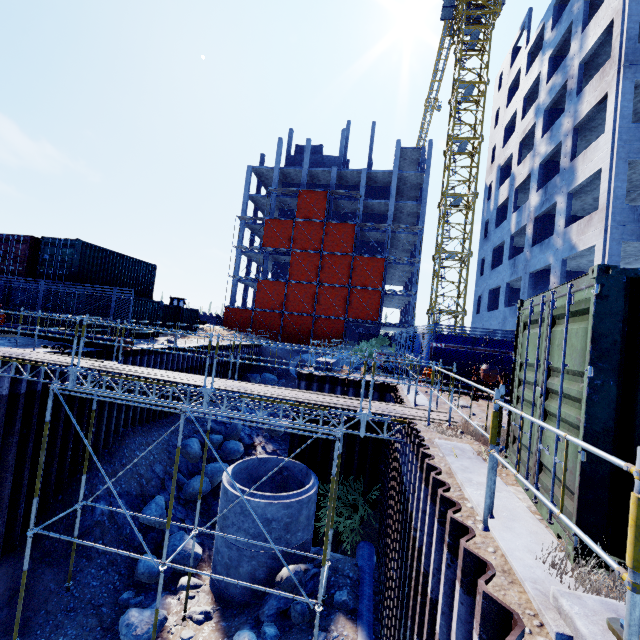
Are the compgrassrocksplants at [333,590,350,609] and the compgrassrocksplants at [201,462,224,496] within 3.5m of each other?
no

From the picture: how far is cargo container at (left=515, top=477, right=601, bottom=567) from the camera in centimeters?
271cm

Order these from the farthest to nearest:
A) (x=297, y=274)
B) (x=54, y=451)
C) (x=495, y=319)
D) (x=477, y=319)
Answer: (x=297, y=274) → (x=477, y=319) → (x=495, y=319) → (x=54, y=451)

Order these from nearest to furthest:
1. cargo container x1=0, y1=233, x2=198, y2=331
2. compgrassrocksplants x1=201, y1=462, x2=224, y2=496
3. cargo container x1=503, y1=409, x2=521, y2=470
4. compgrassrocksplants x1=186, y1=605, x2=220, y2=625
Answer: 1. cargo container x1=503, y1=409, x2=521, y2=470
2. compgrassrocksplants x1=186, y1=605, x2=220, y2=625
3. compgrassrocksplants x1=201, y1=462, x2=224, y2=496
4. cargo container x1=0, y1=233, x2=198, y2=331

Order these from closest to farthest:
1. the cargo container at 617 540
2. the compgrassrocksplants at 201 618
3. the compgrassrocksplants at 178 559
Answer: the cargo container at 617 540 < the compgrassrocksplants at 201 618 < the compgrassrocksplants at 178 559

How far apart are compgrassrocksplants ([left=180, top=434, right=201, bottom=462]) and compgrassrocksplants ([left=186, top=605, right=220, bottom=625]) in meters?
7.0 m

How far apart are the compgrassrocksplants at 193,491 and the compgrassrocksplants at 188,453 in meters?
0.5

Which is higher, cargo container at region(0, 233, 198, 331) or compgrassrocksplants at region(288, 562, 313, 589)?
cargo container at region(0, 233, 198, 331)
